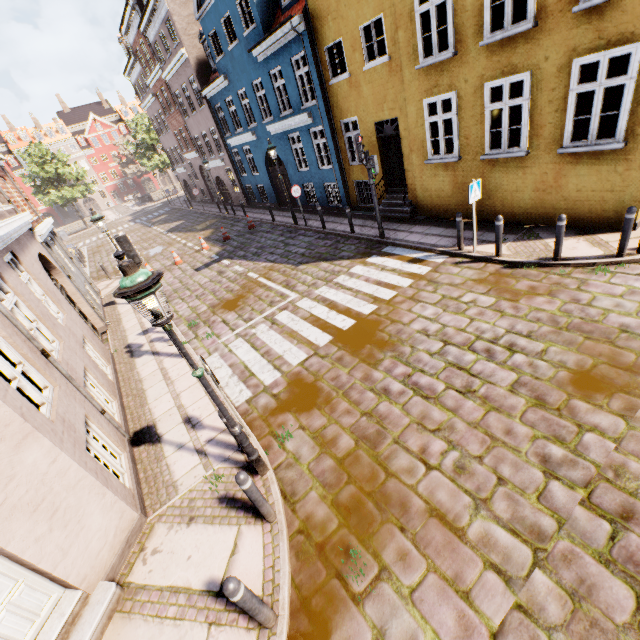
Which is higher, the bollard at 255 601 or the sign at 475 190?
the sign at 475 190

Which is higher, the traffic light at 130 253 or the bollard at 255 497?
the traffic light at 130 253

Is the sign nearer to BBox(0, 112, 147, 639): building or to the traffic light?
BBox(0, 112, 147, 639): building

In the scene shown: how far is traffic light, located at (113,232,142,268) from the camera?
7.1 meters

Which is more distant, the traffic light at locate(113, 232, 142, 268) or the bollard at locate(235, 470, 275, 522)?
the traffic light at locate(113, 232, 142, 268)

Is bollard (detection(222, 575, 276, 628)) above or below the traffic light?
below

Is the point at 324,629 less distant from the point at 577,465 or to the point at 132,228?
the point at 577,465

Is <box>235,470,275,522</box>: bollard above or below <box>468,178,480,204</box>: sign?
below
